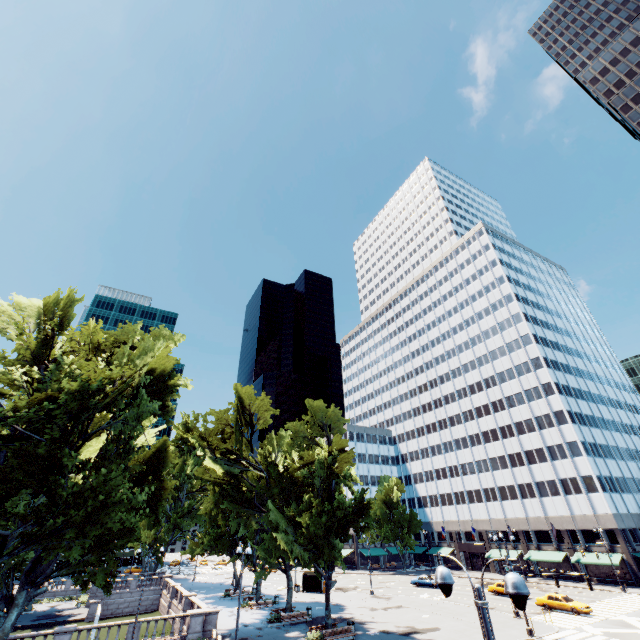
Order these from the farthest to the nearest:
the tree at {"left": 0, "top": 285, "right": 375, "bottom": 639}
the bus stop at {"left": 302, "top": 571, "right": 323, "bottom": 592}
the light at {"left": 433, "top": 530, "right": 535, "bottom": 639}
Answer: the bus stop at {"left": 302, "top": 571, "right": 323, "bottom": 592} → the tree at {"left": 0, "top": 285, "right": 375, "bottom": 639} → the light at {"left": 433, "top": 530, "right": 535, "bottom": 639}

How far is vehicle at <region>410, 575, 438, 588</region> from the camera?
50.4m

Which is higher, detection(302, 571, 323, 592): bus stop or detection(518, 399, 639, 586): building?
detection(518, 399, 639, 586): building

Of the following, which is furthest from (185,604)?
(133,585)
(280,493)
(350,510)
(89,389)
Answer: (89,389)

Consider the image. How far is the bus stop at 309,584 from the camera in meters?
48.7

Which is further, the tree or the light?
the tree

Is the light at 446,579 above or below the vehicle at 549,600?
above

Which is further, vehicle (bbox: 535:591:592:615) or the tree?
vehicle (bbox: 535:591:592:615)
